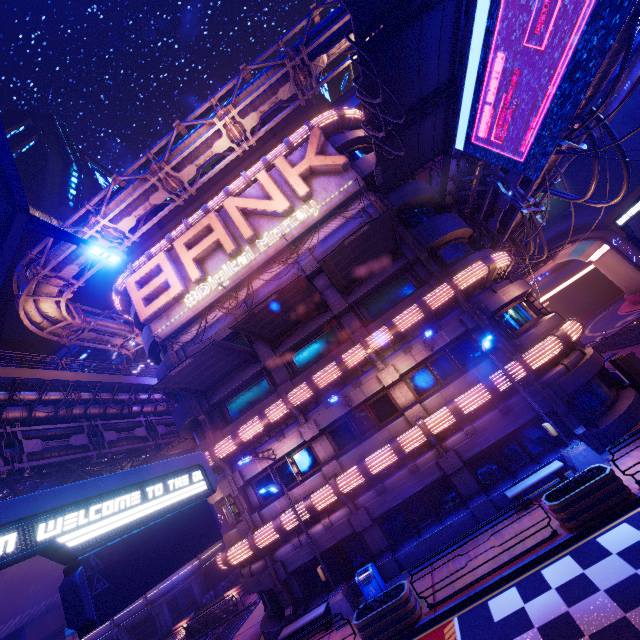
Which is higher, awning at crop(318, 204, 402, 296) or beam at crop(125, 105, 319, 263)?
beam at crop(125, 105, 319, 263)

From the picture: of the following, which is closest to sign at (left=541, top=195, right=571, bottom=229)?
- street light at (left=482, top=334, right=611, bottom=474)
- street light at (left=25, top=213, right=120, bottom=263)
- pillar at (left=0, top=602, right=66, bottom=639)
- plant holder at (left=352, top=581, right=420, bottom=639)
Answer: street light at (left=482, top=334, right=611, bottom=474)

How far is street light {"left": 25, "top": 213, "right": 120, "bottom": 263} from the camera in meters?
6.5 m

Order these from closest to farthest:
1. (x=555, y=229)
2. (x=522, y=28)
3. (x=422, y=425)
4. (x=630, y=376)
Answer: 1. (x=522, y=28)
2. (x=422, y=425)
3. (x=630, y=376)
4. (x=555, y=229)

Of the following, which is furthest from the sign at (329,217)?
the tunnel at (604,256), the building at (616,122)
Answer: the building at (616,122)

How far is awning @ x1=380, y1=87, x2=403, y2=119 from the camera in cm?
1272

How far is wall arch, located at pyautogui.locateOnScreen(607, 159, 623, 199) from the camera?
34.9m

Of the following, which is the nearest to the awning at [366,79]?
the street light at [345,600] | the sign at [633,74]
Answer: the sign at [633,74]
